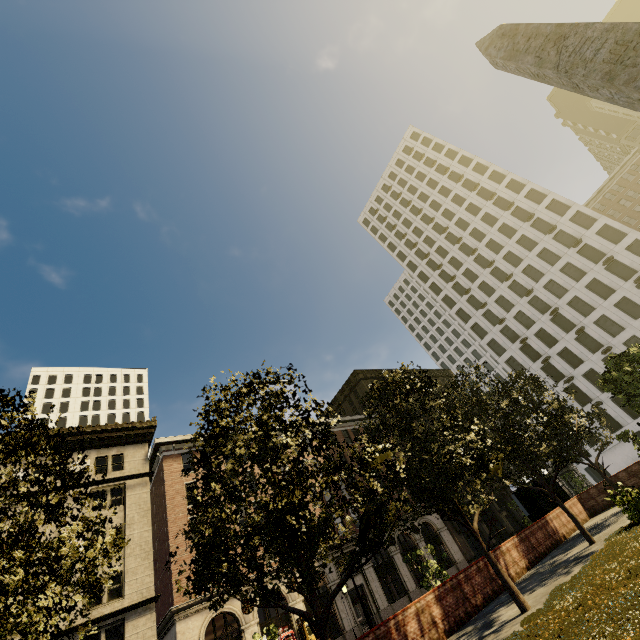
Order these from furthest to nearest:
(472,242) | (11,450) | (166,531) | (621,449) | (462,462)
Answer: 1. (472,242)
2. (621,449)
3. (166,531)
4. (462,462)
5. (11,450)

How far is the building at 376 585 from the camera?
29.19m

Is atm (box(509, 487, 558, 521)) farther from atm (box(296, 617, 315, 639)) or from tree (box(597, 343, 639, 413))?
atm (box(296, 617, 315, 639))

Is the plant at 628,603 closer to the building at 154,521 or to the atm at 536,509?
the atm at 536,509

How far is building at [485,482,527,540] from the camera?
43.09m

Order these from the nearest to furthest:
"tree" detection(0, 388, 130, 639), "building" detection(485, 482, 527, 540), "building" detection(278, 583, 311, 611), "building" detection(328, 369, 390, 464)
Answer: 1. "tree" detection(0, 388, 130, 639)
2. "building" detection(278, 583, 311, 611)
3. "building" detection(328, 369, 390, 464)
4. "building" detection(485, 482, 527, 540)

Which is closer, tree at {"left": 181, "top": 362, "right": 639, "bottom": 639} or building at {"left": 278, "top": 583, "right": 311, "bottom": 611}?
tree at {"left": 181, "top": 362, "right": 639, "bottom": 639}
